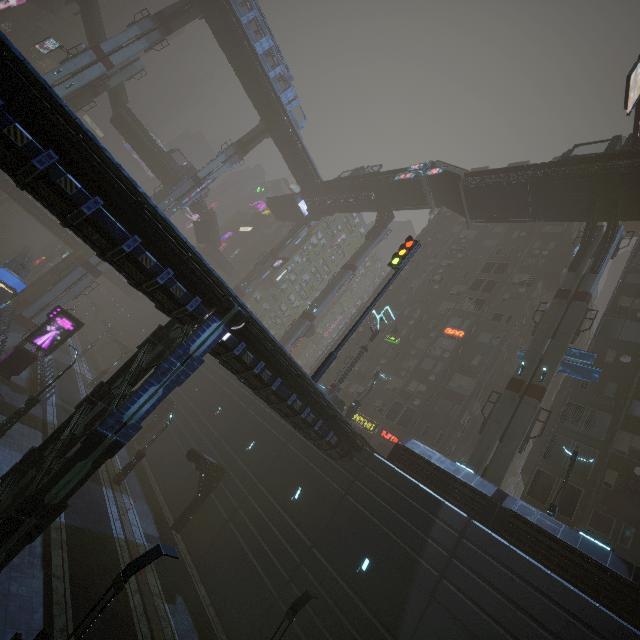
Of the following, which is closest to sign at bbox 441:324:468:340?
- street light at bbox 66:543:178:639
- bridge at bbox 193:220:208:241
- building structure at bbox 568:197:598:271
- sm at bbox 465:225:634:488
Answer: sm at bbox 465:225:634:488

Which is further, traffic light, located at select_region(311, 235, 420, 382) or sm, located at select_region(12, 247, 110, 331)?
sm, located at select_region(12, 247, 110, 331)

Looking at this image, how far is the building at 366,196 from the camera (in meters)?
44.97

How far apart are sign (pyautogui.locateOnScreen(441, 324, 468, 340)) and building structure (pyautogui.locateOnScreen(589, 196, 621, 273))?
10.98m

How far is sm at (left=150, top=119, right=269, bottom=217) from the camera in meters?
43.6 m

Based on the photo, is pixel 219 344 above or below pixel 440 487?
below

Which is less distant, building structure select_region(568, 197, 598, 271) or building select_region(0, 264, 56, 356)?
building structure select_region(568, 197, 598, 271)

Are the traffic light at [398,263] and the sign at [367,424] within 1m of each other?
no
